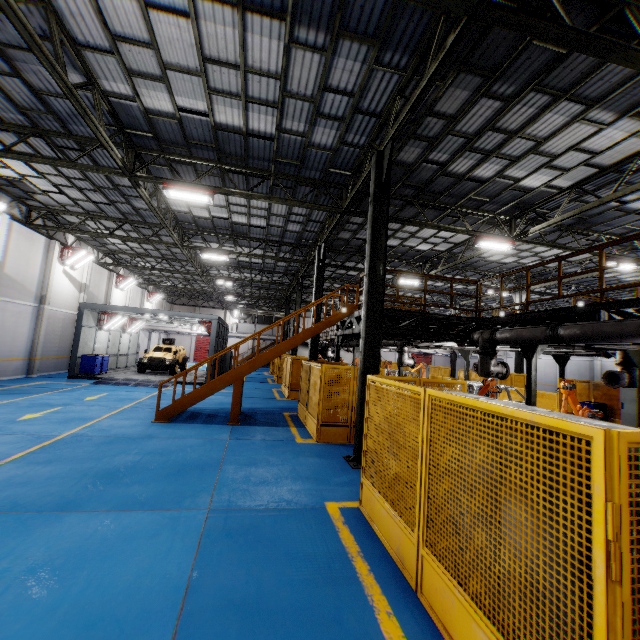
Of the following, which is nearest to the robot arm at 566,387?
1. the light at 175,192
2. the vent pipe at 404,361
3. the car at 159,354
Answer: the vent pipe at 404,361

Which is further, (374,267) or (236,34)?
(374,267)

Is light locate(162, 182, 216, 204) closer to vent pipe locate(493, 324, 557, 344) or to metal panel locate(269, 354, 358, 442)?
metal panel locate(269, 354, 358, 442)

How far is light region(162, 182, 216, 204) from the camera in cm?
1088

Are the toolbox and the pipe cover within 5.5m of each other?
no

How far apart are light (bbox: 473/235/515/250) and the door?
40.1 meters

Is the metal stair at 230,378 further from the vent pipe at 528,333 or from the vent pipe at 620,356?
the vent pipe at 620,356

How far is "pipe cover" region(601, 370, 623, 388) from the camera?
10.05m
